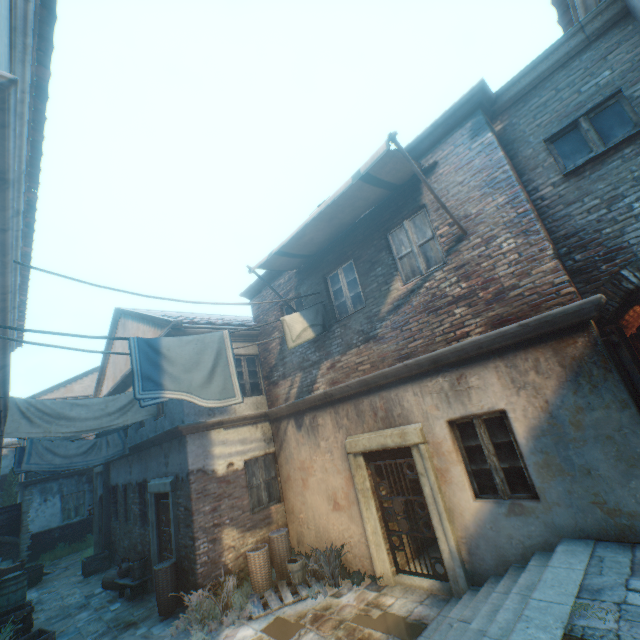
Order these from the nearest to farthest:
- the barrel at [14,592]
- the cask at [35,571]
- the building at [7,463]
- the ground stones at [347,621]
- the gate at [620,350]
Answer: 1. the gate at [620,350]
2. the ground stones at [347,621]
3. the barrel at [14,592]
4. the cask at [35,571]
5. the building at [7,463]

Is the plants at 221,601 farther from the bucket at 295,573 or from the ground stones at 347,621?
the bucket at 295,573

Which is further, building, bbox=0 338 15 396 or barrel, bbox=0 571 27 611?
barrel, bbox=0 571 27 611

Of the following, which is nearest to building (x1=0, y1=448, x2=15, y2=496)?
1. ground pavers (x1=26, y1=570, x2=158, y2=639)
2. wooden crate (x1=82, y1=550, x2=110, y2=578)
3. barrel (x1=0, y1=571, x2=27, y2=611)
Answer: ground pavers (x1=26, y1=570, x2=158, y2=639)

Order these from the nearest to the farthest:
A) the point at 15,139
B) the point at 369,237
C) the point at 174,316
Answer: the point at 15,139 < the point at 369,237 < the point at 174,316

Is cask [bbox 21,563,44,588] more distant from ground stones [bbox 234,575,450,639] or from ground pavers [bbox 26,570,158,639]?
ground stones [bbox 234,575,450,639]

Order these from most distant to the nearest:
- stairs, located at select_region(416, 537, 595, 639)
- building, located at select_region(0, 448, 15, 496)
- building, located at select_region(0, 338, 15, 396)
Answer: building, located at select_region(0, 448, 15, 496)
building, located at select_region(0, 338, 15, 396)
stairs, located at select_region(416, 537, 595, 639)

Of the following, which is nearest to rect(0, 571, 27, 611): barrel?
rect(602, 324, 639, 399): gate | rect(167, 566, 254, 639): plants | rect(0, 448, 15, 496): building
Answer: rect(167, 566, 254, 639): plants
